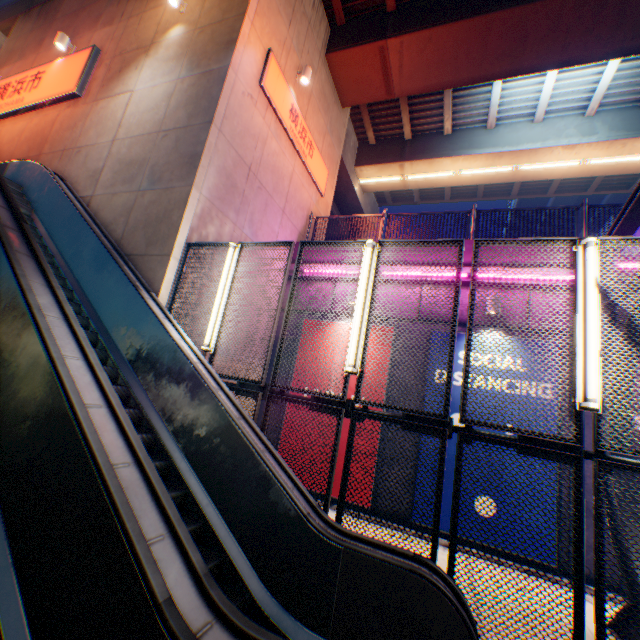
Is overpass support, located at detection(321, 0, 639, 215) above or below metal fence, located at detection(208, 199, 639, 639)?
above

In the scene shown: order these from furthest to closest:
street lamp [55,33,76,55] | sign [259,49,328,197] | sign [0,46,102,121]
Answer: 1. street lamp [55,33,76,55]
2. sign [0,46,102,121]
3. sign [259,49,328,197]

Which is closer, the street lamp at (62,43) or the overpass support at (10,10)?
the street lamp at (62,43)

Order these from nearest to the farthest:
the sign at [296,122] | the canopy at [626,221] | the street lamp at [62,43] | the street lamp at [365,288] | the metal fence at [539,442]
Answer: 1. the metal fence at [539,442]
2. the street lamp at [365,288]
3. the canopy at [626,221]
4. the sign at [296,122]
5. the street lamp at [62,43]

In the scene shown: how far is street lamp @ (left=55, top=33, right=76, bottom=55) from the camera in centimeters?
966cm

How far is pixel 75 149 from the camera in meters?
8.3 m

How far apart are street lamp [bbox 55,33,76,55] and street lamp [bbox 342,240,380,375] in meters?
12.1

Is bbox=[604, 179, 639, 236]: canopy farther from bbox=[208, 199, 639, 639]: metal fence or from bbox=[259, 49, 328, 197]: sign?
bbox=[259, 49, 328, 197]: sign
